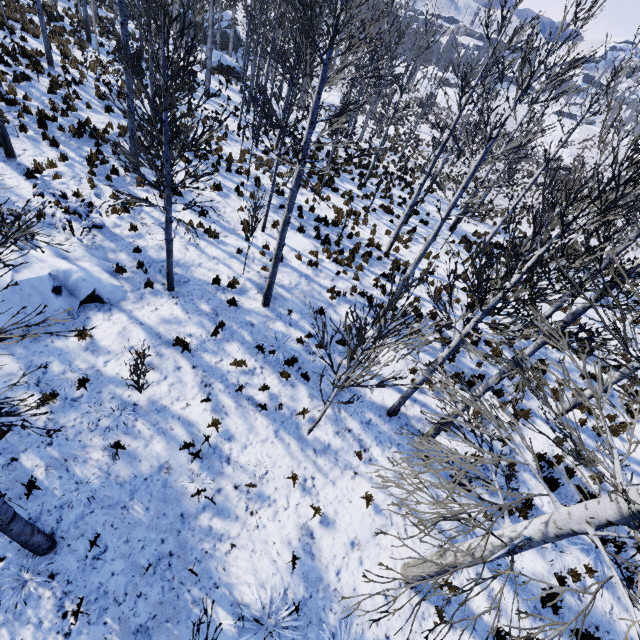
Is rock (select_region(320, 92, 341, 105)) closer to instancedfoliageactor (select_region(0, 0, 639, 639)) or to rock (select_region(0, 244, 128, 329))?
instancedfoliageactor (select_region(0, 0, 639, 639))

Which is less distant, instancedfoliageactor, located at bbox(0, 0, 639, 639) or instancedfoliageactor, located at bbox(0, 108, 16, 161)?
instancedfoliageactor, located at bbox(0, 0, 639, 639)

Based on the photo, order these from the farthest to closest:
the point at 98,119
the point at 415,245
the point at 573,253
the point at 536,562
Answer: the point at 573,253, the point at 415,245, the point at 98,119, the point at 536,562

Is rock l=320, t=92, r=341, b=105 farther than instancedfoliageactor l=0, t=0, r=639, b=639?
Yes

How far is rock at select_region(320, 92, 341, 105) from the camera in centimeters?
3462cm

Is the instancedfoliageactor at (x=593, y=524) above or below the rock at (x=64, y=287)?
above

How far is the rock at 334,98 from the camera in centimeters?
3462cm
